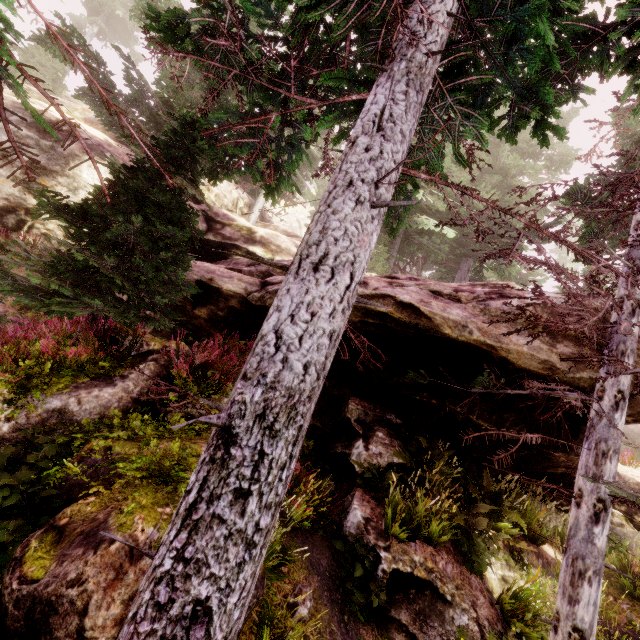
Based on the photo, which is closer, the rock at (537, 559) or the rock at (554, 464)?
the rock at (537, 559)

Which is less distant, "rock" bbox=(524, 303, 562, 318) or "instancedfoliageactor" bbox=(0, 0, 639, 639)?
"instancedfoliageactor" bbox=(0, 0, 639, 639)

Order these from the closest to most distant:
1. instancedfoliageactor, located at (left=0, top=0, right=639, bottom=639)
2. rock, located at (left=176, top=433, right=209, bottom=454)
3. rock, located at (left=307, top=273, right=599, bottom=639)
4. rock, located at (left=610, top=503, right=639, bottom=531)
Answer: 1. instancedfoliageactor, located at (left=0, top=0, right=639, bottom=639)
2. rock, located at (left=176, top=433, right=209, bottom=454)
3. rock, located at (left=307, top=273, right=599, bottom=639)
4. rock, located at (left=610, top=503, right=639, bottom=531)

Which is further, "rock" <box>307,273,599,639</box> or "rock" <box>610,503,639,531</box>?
"rock" <box>610,503,639,531</box>

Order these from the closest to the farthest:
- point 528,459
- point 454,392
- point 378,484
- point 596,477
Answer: point 596,477, point 378,484, point 454,392, point 528,459
